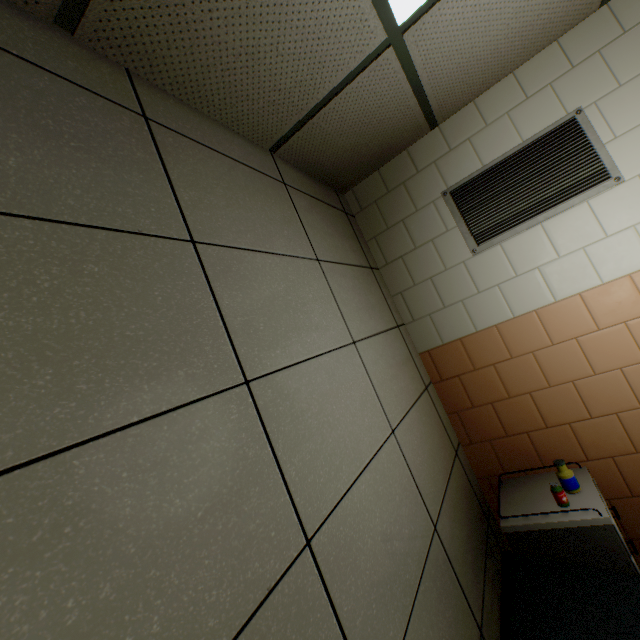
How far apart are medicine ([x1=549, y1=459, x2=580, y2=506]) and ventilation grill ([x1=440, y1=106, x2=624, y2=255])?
1.40m

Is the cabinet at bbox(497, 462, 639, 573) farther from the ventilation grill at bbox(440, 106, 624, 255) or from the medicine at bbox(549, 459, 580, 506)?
the ventilation grill at bbox(440, 106, 624, 255)

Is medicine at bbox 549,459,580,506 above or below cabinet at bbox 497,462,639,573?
above

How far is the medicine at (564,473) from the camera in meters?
1.7 m

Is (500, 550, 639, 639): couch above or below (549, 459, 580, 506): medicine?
below

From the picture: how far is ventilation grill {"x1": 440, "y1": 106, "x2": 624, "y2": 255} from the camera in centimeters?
190cm

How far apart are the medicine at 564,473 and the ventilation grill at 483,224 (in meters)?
1.40

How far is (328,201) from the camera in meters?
2.3 m
